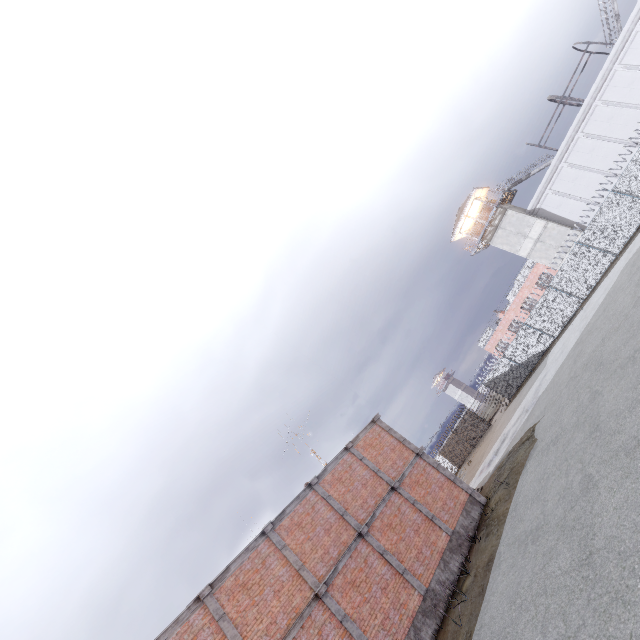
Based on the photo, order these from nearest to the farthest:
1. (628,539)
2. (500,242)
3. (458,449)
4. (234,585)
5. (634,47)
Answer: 1. (628,539)
2. (234,585)
3. (634,47)
4. (500,242)
5. (458,449)

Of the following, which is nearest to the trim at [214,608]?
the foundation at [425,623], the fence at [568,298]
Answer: the foundation at [425,623]

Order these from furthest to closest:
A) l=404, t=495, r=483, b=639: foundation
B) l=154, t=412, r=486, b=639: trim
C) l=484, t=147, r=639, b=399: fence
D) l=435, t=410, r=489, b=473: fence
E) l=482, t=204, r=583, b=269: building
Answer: l=435, t=410, r=489, b=473: fence, l=482, t=204, r=583, b=269: building, l=484, t=147, r=639, b=399: fence, l=404, t=495, r=483, b=639: foundation, l=154, t=412, r=486, b=639: trim

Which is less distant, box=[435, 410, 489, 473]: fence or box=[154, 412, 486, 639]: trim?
box=[154, 412, 486, 639]: trim

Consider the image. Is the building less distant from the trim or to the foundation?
the trim

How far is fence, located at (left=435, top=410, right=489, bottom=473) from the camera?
36.3 meters

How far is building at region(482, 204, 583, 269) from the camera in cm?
3212
